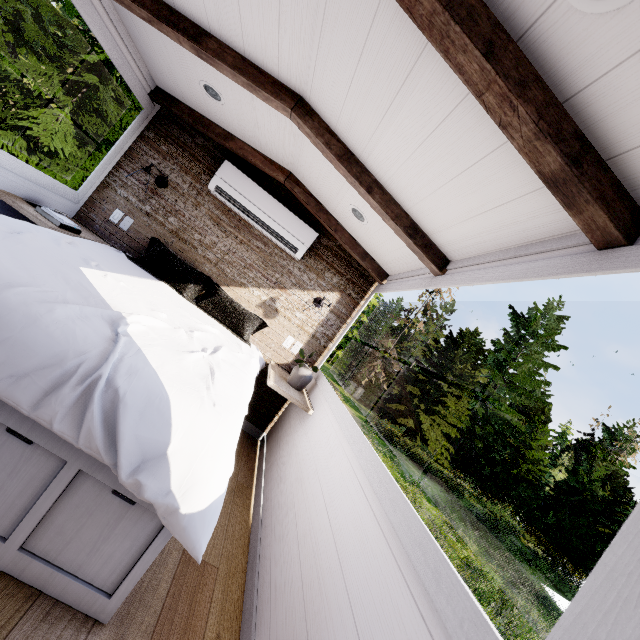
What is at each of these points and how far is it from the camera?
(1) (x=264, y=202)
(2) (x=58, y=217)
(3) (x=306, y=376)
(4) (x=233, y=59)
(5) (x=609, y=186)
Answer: (1) air conditioner, 3.1 meters
(2) book, 2.4 meters
(3) plant, 2.9 meters
(4) rafter, 1.9 meters
(5) rafter, 1.0 meters

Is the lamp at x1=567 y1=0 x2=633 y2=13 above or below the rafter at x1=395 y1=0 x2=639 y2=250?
above

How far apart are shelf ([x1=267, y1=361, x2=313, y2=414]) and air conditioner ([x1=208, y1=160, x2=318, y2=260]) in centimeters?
115cm

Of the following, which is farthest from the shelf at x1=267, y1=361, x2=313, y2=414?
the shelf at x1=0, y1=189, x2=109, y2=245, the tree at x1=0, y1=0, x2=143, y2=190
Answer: the tree at x1=0, y1=0, x2=143, y2=190

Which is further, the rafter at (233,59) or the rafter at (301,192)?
the rafter at (301,192)

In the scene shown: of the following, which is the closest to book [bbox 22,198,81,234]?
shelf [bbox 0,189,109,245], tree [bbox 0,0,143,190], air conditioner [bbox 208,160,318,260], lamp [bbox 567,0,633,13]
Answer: shelf [bbox 0,189,109,245]

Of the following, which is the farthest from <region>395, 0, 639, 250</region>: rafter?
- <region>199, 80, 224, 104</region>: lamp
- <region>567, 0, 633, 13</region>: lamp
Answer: <region>199, 80, 224, 104</region>: lamp

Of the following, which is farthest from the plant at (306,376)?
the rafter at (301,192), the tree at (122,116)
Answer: the tree at (122,116)
